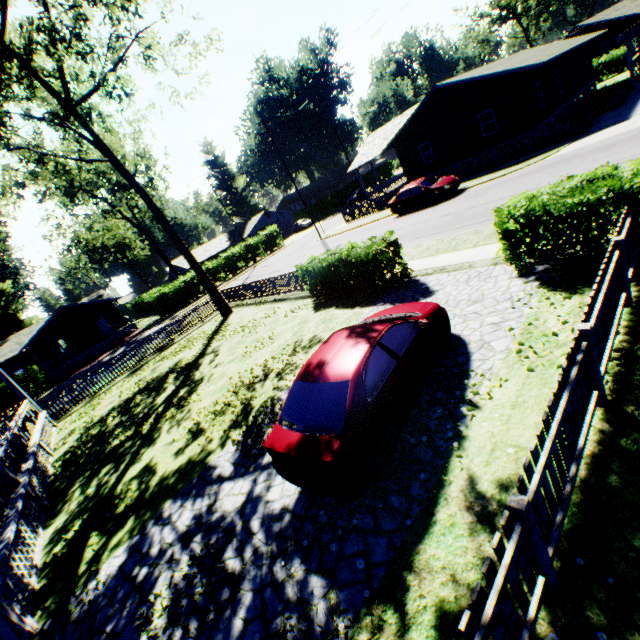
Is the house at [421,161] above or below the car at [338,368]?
above

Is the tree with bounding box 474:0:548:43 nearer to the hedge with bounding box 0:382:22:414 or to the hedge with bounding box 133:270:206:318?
the hedge with bounding box 133:270:206:318

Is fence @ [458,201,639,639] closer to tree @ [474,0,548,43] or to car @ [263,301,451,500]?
car @ [263,301,451,500]

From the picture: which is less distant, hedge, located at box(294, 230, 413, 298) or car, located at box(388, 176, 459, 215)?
hedge, located at box(294, 230, 413, 298)

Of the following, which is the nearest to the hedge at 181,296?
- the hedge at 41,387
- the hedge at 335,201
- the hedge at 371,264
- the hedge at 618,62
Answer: the hedge at 41,387

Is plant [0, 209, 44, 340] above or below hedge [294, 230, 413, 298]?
above

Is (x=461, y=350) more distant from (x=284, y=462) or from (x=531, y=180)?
(x=531, y=180)

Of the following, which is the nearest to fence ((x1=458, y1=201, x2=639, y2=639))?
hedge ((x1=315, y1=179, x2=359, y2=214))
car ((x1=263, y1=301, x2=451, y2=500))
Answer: car ((x1=263, y1=301, x2=451, y2=500))
